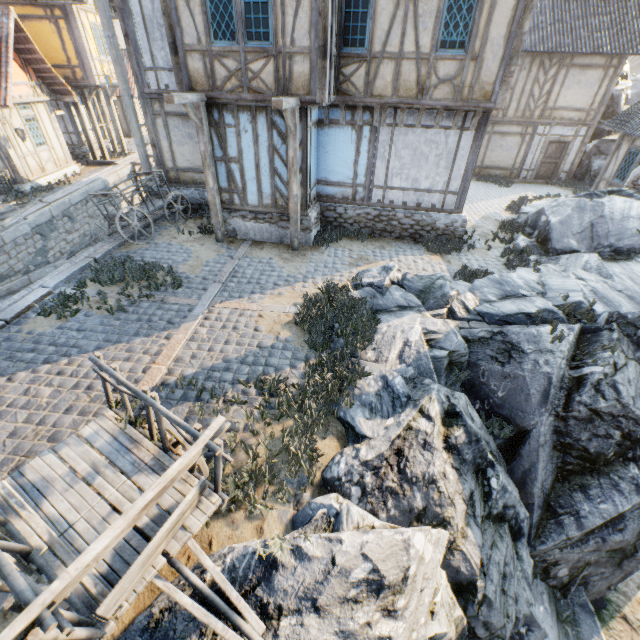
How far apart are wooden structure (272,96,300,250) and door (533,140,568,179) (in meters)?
16.42

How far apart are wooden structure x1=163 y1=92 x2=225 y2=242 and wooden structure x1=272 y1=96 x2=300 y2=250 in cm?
227

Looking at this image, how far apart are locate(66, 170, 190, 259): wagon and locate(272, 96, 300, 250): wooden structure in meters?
4.4 m

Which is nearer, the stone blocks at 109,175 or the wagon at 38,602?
the wagon at 38,602

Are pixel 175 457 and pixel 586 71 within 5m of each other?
no

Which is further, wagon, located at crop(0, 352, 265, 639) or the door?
the door

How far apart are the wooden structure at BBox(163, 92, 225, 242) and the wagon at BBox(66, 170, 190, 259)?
2.0m

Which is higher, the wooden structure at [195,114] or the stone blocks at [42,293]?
the wooden structure at [195,114]
